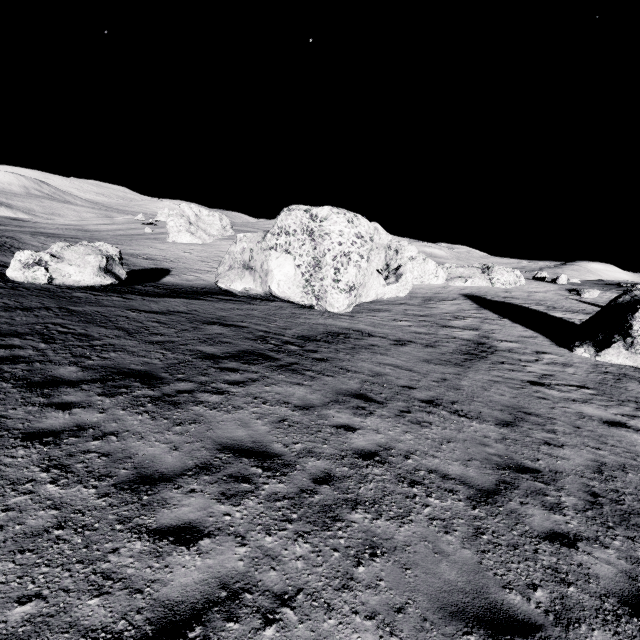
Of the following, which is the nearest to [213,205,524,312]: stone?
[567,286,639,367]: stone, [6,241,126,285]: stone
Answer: [6,241,126,285]: stone

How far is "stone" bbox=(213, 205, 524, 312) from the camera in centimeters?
2177cm

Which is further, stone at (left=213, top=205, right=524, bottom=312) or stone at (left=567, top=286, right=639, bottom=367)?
stone at (left=213, top=205, right=524, bottom=312)

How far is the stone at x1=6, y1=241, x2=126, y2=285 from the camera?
17.39m

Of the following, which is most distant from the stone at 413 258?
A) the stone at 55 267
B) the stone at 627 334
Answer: the stone at 627 334

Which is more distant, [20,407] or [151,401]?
[151,401]

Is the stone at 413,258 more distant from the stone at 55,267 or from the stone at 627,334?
the stone at 627,334

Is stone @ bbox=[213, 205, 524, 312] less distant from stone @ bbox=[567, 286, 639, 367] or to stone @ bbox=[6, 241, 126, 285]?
stone @ bbox=[6, 241, 126, 285]
